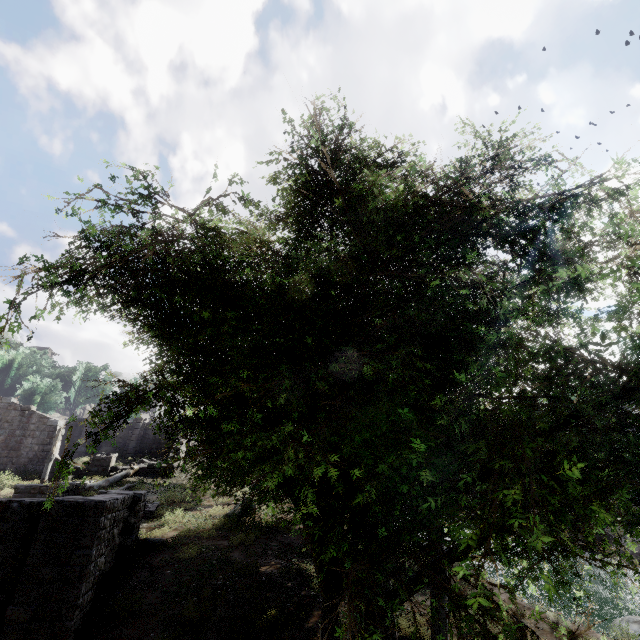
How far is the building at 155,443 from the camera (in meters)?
24.37

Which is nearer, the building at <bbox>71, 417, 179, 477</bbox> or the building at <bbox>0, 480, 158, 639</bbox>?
the building at <bbox>0, 480, 158, 639</bbox>

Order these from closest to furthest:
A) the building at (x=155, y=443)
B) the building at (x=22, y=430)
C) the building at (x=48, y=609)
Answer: the building at (x=48, y=609) → the building at (x=22, y=430) → the building at (x=155, y=443)

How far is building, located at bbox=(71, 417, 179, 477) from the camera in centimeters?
2437cm

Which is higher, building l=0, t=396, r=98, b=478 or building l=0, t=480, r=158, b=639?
building l=0, t=396, r=98, b=478

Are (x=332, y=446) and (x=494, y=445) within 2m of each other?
yes

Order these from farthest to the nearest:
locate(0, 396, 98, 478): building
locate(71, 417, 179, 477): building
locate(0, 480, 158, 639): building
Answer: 1. locate(71, 417, 179, 477): building
2. locate(0, 396, 98, 478): building
3. locate(0, 480, 158, 639): building
